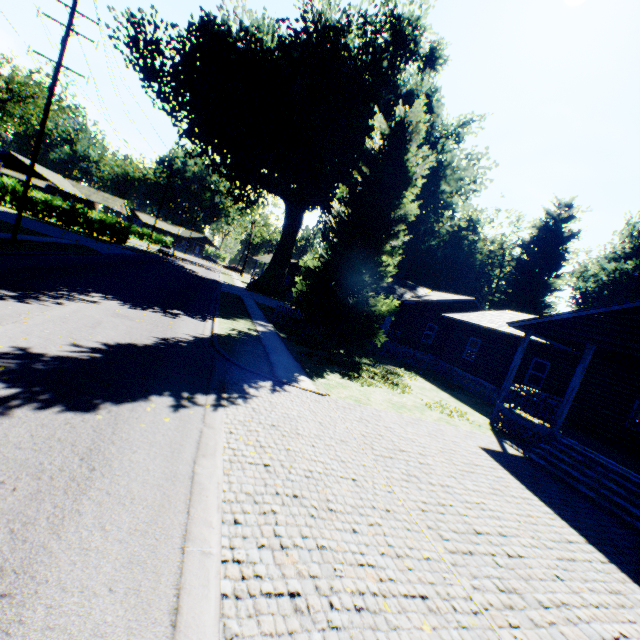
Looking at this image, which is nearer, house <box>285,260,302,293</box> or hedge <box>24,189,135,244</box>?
hedge <box>24,189,135,244</box>

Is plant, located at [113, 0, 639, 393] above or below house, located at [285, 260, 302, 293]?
below

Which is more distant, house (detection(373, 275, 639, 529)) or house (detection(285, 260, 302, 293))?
house (detection(285, 260, 302, 293))

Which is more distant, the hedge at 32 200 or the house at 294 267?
the house at 294 267

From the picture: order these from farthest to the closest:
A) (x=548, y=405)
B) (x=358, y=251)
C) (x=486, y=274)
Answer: (x=486, y=274)
(x=358, y=251)
(x=548, y=405)

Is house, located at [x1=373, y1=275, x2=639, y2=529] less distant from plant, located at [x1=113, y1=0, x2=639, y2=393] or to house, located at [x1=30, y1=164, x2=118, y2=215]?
plant, located at [x1=113, y1=0, x2=639, y2=393]

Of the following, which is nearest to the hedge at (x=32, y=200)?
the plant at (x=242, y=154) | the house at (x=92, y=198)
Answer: the house at (x=92, y=198)

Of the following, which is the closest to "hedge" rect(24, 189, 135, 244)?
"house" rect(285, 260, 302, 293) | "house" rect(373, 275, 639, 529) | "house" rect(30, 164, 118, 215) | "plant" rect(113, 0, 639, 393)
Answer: "house" rect(30, 164, 118, 215)
